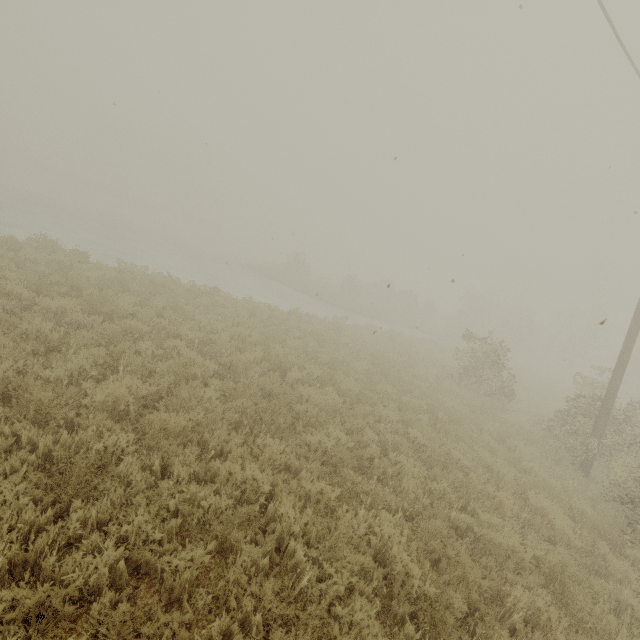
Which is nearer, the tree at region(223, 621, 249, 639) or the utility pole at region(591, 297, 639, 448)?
the tree at region(223, 621, 249, 639)

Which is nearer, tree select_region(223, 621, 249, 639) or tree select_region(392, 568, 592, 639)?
tree select_region(223, 621, 249, 639)

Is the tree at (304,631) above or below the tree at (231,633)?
above

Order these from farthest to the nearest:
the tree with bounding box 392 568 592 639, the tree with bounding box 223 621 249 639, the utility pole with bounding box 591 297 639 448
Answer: the utility pole with bounding box 591 297 639 448 → the tree with bounding box 392 568 592 639 → the tree with bounding box 223 621 249 639

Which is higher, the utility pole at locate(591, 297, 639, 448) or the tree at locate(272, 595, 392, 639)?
the utility pole at locate(591, 297, 639, 448)

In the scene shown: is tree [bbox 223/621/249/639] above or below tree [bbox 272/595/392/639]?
below

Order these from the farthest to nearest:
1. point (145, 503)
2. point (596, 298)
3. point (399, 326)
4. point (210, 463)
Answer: point (596, 298) < point (399, 326) < point (210, 463) < point (145, 503)

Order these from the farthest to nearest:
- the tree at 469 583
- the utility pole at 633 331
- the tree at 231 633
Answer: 1. the utility pole at 633 331
2. the tree at 469 583
3. the tree at 231 633
